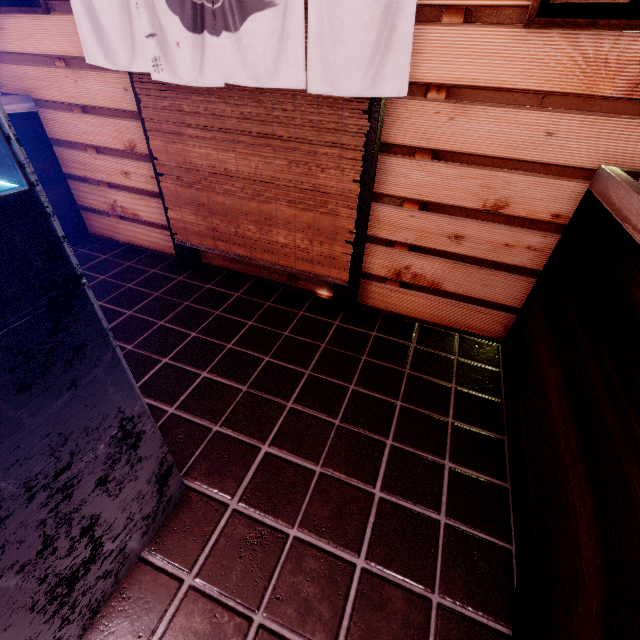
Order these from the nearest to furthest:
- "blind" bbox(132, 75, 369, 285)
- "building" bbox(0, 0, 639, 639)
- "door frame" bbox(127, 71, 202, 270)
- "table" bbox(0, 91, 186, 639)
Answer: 1. "table" bbox(0, 91, 186, 639)
2. "building" bbox(0, 0, 639, 639)
3. "blind" bbox(132, 75, 369, 285)
4. "door frame" bbox(127, 71, 202, 270)

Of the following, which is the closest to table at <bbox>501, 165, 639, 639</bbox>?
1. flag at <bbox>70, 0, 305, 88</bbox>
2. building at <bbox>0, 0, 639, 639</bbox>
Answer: building at <bbox>0, 0, 639, 639</bbox>

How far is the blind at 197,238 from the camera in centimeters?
383cm

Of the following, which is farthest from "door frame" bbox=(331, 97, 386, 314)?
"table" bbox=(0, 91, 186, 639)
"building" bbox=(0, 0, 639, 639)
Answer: "table" bbox=(0, 91, 186, 639)

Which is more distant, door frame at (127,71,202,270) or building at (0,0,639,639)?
door frame at (127,71,202,270)

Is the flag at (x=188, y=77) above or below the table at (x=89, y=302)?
above

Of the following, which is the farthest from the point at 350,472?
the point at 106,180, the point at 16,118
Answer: the point at 16,118

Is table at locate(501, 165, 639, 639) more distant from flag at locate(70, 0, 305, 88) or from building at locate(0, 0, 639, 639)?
flag at locate(70, 0, 305, 88)
